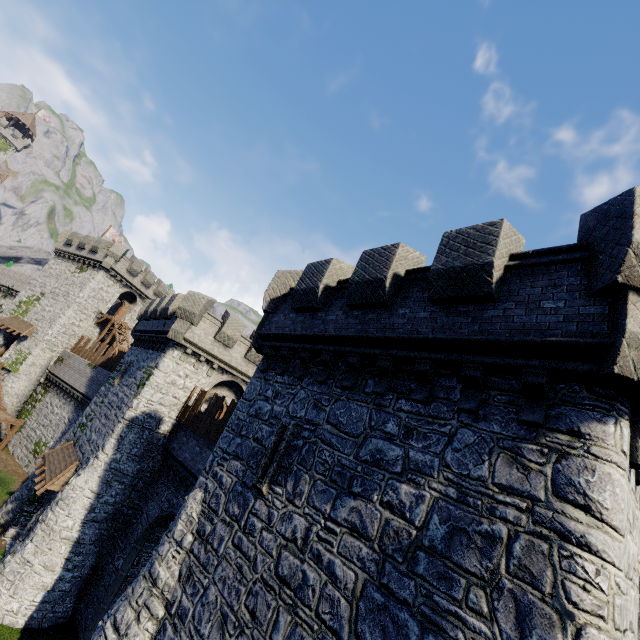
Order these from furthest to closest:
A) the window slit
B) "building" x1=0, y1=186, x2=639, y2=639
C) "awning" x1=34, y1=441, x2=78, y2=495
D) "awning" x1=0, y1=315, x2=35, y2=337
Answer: "awning" x1=0, y1=315, x2=35, y2=337 → "awning" x1=34, y1=441, x2=78, y2=495 → the window slit → "building" x1=0, y1=186, x2=639, y2=639

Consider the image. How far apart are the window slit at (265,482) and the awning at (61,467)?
15.5 meters

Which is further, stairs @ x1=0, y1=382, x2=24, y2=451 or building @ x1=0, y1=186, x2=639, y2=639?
stairs @ x1=0, y1=382, x2=24, y2=451

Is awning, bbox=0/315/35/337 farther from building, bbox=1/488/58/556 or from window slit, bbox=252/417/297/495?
window slit, bbox=252/417/297/495

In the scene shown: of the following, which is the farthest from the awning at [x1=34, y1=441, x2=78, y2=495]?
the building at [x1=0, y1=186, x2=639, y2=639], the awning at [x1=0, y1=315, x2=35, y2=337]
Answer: the awning at [x1=0, y1=315, x2=35, y2=337]

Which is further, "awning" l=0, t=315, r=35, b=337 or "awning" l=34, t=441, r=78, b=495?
"awning" l=0, t=315, r=35, b=337

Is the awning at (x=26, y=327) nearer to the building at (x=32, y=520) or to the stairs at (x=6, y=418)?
the stairs at (x=6, y=418)

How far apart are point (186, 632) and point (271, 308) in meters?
9.0 m
